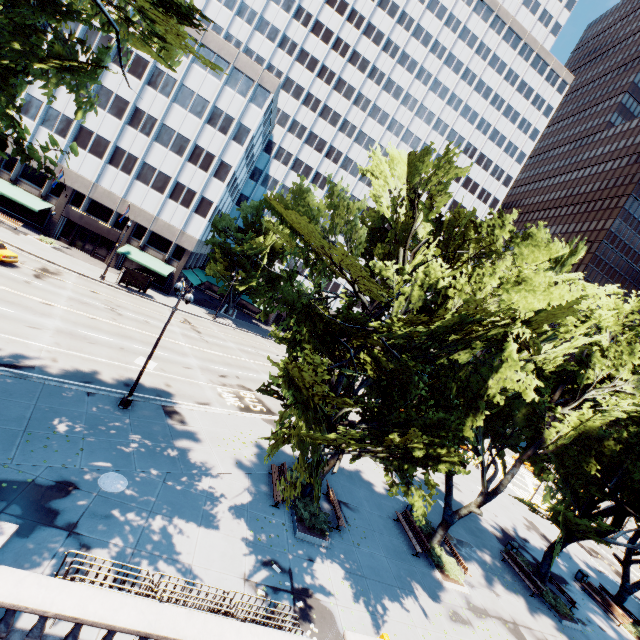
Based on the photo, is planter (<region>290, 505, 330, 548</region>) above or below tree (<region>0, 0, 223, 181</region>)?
below

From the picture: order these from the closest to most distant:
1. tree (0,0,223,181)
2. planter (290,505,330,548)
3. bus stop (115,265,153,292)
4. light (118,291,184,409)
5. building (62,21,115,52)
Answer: tree (0,0,223,181)
planter (290,505,330,548)
light (118,291,184,409)
bus stop (115,265,153,292)
building (62,21,115,52)

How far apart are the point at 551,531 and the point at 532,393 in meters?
37.8

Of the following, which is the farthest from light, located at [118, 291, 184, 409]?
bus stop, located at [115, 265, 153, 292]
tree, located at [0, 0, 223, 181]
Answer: bus stop, located at [115, 265, 153, 292]

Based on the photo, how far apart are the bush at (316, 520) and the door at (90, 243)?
43.6 meters

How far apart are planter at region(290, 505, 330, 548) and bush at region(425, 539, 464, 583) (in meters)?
7.22

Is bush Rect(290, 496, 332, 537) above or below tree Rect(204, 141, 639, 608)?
below

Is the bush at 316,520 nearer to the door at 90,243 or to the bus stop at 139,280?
the bus stop at 139,280
